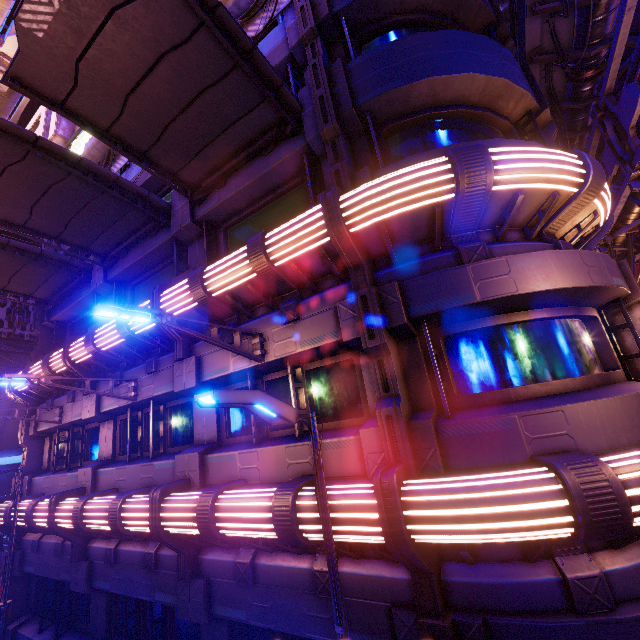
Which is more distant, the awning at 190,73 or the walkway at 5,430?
the walkway at 5,430

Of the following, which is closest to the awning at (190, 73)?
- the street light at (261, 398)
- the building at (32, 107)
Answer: the street light at (261, 398)

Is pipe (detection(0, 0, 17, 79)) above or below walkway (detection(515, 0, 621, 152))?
above

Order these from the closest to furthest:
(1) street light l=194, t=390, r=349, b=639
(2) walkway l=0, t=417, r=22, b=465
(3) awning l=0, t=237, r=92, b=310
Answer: → (1) street light l=194, t=390, r=349, b=639 < (3) awning l=0, t=237, r=92, b=310 < (2) walkway l=0, t=417, r=22, b=465

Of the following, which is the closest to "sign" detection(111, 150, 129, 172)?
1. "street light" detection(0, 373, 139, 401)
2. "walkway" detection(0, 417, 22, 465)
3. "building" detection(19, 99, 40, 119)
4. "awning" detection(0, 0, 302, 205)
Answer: "awning" detection(0, 0, 302, 205)

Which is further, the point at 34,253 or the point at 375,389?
the point at 34,253

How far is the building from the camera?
57.75m

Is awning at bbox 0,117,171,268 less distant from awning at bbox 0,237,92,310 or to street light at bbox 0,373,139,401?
awning at bbox 0,237,92,310
